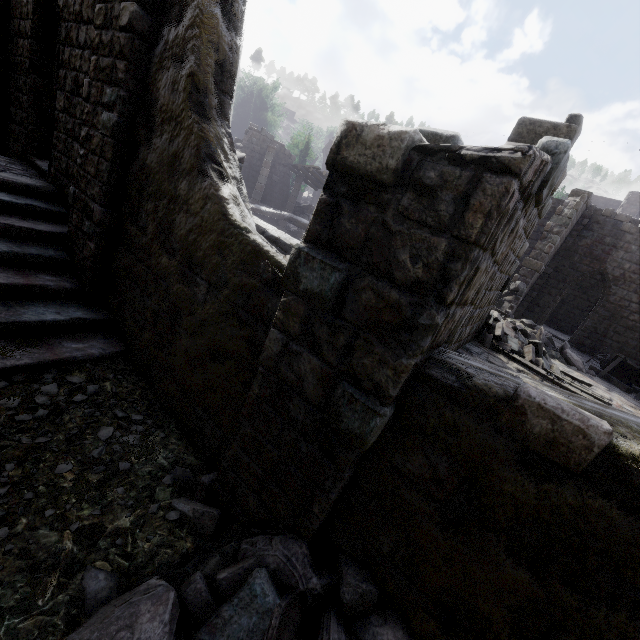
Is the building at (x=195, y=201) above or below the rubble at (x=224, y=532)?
above

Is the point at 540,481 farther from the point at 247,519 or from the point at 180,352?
the point at 180,352

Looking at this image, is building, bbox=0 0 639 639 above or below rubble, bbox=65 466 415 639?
above
